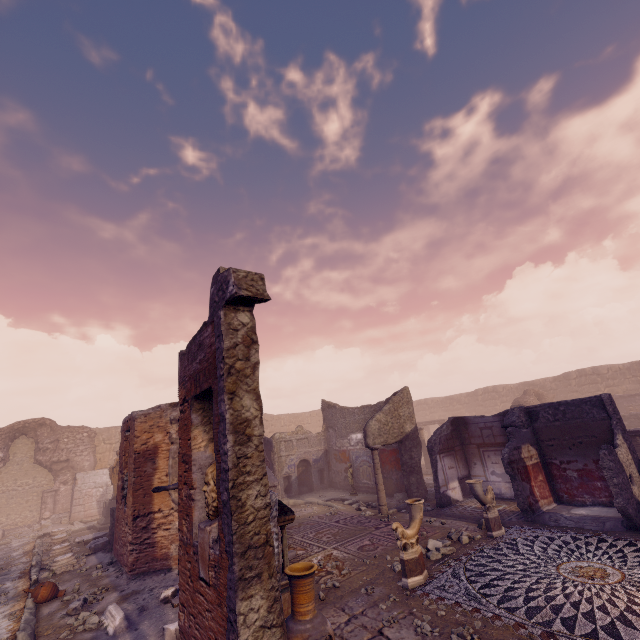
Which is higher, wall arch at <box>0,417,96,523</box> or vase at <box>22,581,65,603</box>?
wall arch at <box>0,417,96,523</box>

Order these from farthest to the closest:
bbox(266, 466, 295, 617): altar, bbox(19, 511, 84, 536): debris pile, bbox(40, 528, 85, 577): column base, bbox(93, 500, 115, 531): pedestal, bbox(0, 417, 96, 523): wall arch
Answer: bbox(0, 417, 96, 523): wall arch, bbox(19, 511, 84, 536): debris pile, bbox(93, 500, 115, 531): pedestal, bbox(40, 528, 85, 577): column base, bbox(266, 466, 295, 617): altar

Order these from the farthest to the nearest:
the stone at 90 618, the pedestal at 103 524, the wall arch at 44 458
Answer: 1. the wall arch at 44 458
2. the pedestal at 103 524
3. the stone at 90 618

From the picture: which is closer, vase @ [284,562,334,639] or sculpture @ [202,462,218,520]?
vase @ [284,562,334,639]

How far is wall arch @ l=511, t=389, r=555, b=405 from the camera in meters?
20.8 m

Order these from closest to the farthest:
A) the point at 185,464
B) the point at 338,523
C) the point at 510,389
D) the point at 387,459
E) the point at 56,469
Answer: the point at 185,464, the point at 338,523, the point at 387,459, the point at 56,469, the point at 510,389

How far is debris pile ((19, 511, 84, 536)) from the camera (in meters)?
15.94

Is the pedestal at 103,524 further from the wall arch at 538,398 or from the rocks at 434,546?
the wall arch at 538,398
